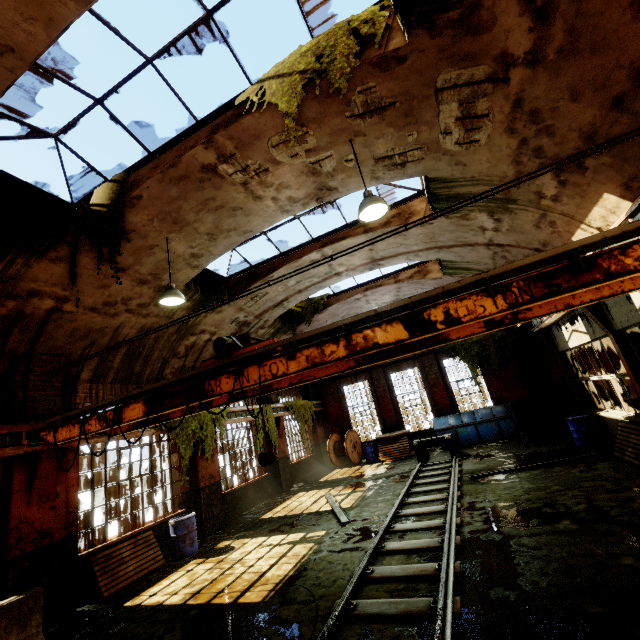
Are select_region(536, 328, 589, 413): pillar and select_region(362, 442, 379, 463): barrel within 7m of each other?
no

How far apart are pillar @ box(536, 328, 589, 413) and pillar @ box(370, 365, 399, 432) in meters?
8.6 m

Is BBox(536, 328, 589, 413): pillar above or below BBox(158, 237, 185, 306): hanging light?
below

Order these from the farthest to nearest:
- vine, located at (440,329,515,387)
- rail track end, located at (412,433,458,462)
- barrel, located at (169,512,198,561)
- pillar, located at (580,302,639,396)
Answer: vine, located at (440,329,515,387) < rail track end, located at (412,433,458,462) < barrel, located at (169,512,198,561) < pillar, located at (580,302,639,396)

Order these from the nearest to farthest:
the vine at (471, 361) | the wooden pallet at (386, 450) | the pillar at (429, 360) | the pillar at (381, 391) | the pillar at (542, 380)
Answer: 1. the pillar at (542, 380)
2. the wooden pallet at (386, 450)
3. the vine at (471, 361)
4. the pillar at (429, 360)
5. the pillar at (381, 391)

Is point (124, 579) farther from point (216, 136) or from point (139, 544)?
point (216, 136)

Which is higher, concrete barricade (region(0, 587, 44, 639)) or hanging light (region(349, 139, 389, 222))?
A: hanging light (region(349, 139, 389, 222))

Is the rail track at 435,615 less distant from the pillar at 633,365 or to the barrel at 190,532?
the pillar at 633,365
